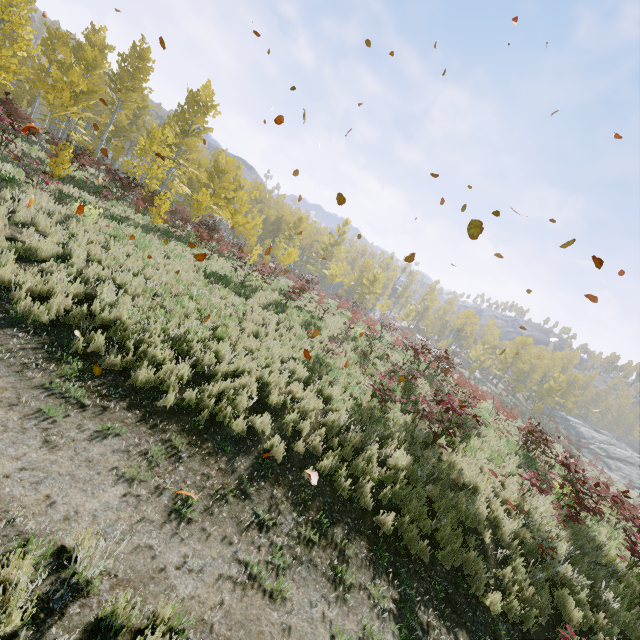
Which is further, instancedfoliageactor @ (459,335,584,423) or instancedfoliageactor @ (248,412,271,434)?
instancedfoliageactor @ (459,335,584,423)

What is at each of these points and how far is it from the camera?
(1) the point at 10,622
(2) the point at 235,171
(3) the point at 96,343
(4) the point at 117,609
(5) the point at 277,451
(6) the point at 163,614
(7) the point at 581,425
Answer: (1) instancedfoliageactor, 2.4m
(2) instancedfoliageactor, 24.0m
(3) instancedfoliageactor, 6.1m
(4) instancedfoliageactor, 2.9m
(5) instancedfoliageactor, 6.2m
(6) instancedfoliageactor, 3.0m
(7) rock, 52.2m

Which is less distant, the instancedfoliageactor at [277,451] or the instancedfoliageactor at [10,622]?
the instancedfoliageactor at [10,622]

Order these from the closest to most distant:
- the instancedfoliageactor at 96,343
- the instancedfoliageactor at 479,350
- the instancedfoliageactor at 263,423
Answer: the instancedfoliageactor at 96,343
the instancedfoliageactor at 263,423
the instancedfoliageactor at 479,350

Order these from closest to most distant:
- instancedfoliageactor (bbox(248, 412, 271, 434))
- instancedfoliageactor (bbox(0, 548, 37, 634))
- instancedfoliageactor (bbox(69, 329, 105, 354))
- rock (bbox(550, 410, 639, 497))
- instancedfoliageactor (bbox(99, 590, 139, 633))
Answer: instancedfoliageactor (bbox(0, 548, 37, 634)), instancedfoliageactor (bbox(99, 590, 139, 633)), instancedfoliageactor (bbox(69, 329, 105, 354)), instancedfoliageactor (bbox(248, 412, 271, 434)), rock (bbox(550, 410, 639, 497))

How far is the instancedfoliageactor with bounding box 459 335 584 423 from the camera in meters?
44.6
